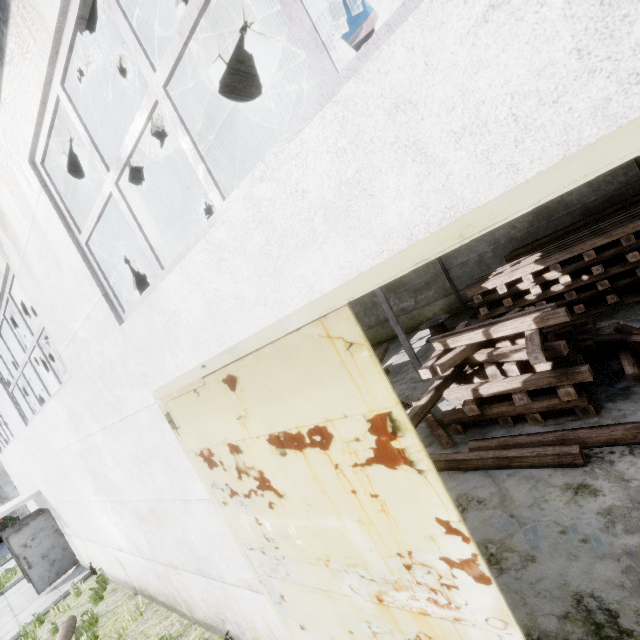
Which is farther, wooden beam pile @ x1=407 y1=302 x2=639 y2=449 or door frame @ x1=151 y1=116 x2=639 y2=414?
wooden beam pile @ x1=407 y1=302 x2=639 y2=449

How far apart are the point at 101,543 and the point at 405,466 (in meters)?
9.87

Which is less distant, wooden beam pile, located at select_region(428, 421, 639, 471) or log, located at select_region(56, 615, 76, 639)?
wooden beam pile, located at select_region(428, 421, 639, 471)

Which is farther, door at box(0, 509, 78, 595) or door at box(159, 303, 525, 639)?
door at box(0, 509, 78, 595)

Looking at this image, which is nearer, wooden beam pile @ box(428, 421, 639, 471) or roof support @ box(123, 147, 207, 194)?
wooden beam pile @ box(428, 421, 639, 471)

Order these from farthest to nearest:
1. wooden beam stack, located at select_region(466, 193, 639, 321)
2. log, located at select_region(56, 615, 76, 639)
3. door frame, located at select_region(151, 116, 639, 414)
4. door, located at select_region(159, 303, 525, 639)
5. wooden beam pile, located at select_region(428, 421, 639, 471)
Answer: wooden beam stack, located at select_region(466, 193, 639, 321) < log, located at select_region(56, 615, 76, 639) < wooden beam pile, located at select_region(428, 421, 639, 471) < door, located at select_region(159, 303, 525, 639) < door frame, located at select_region(151, 116, 639, 414)

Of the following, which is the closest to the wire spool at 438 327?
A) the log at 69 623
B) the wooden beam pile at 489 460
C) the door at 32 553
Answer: the wooden beam pile at 489 460

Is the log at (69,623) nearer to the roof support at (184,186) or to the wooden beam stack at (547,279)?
the roof support at (184,186)
